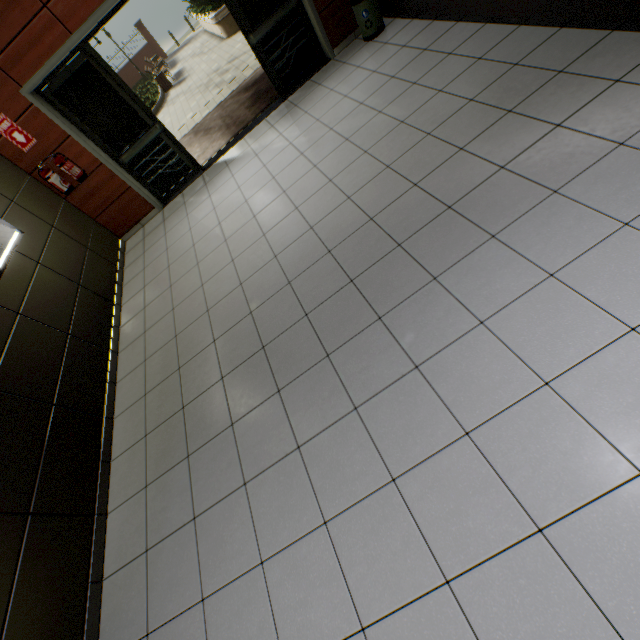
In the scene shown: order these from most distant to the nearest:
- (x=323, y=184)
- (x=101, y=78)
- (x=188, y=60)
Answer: (x=188, y=60), (x=101, y=78), (x=323, y=184)

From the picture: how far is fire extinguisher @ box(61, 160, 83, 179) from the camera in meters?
5.0 m

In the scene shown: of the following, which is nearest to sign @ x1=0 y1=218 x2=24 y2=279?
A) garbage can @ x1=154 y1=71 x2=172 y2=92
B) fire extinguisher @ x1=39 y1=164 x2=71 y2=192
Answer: fire extinguisher @ x1=39 y1=164 x2=71 y2=192

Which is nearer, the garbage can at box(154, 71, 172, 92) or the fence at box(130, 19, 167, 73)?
the garbage can at box(154, 71, 172, 92)

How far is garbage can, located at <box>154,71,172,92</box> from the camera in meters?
15.0

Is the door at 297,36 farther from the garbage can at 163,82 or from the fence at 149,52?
the fence at 149,52

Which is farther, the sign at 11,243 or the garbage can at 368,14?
the garbage can at 368,14

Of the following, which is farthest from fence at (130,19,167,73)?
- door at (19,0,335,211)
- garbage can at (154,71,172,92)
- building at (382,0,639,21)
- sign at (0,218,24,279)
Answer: sign at (0,218,24,279)
